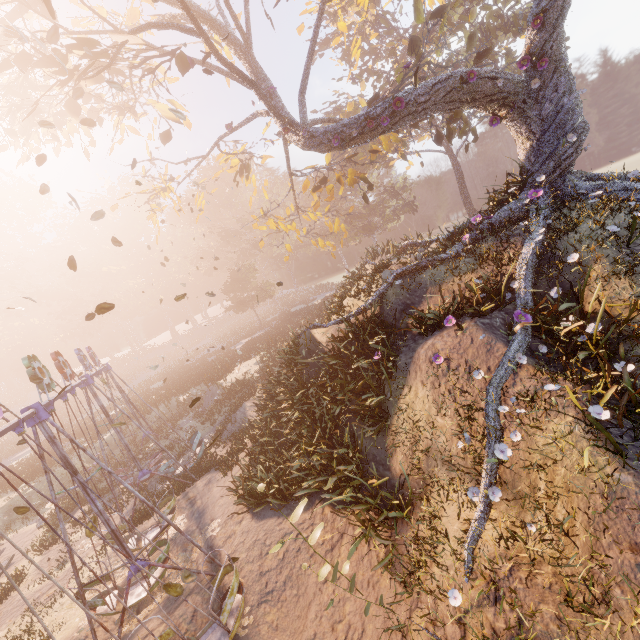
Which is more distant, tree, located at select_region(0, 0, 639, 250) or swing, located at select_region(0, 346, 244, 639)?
A: tree, located at select_region(0, 0, 639, 250)

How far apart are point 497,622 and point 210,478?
12.1 meters

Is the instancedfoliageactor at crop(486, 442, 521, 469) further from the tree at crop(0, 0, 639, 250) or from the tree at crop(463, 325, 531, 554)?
the tree at crop(0, 0, 639, 250)

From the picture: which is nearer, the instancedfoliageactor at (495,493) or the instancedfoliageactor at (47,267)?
the instancedfoliageactor at (495,493)

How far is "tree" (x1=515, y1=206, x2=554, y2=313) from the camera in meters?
7.9

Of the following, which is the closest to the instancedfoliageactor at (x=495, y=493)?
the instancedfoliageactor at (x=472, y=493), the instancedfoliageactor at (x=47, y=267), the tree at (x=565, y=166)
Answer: the instancedfoliageactor at (x=472, y=493)

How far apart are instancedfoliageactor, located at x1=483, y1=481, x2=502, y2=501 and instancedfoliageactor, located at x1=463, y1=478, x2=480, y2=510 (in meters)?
1.01

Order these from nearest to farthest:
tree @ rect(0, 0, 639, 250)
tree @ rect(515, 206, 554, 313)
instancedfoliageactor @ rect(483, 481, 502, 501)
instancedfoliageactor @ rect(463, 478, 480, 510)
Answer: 1. instancedfoliageactor @ rect(483, 481, 502, 501)
2. instancedfoliageactor @ rect(463, 478, 480, 510)
3. tree @ rect(515, 206, 554, 313)
4. tree @ rect(0, 0, 639, 250)
